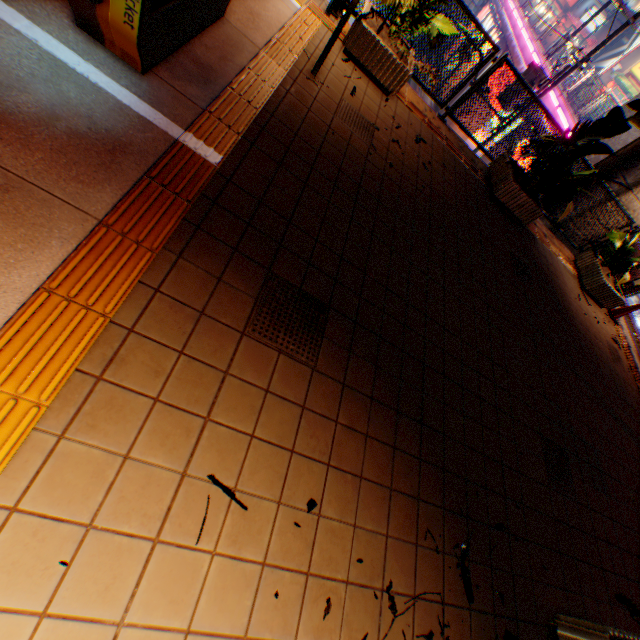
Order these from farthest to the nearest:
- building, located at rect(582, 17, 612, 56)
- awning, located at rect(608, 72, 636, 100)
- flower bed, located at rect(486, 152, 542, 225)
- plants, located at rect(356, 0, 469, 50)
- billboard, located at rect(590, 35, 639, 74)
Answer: building, located at rect(582, 17, 612, 56), billboard, located at rect(590, 35, 639, 74), awning, located at rect(608, 72, 636, 100), flower bed, located at rect(486, 152, 542, 225), plants, located at rect(356, 0, 469, 50)

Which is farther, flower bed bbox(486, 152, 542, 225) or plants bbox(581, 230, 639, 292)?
plants bbox(581, 230, 639, 292)

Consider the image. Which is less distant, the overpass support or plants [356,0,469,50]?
plants [356,0,469,50]

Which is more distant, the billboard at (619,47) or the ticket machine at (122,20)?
the billboard at (619,47)

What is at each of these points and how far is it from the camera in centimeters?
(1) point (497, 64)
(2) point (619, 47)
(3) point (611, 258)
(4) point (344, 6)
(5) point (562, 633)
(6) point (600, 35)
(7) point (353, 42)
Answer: (1) metal fence, 532cm
(2) billboard, 3117cm
(3) plants, 703cm
(4) metal fence, 501cm
(5) flower bed, 256cm
(6) building, 3500cm
(7) flower bed, 457cm

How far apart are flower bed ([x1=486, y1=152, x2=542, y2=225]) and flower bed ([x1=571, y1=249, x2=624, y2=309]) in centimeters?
222cm

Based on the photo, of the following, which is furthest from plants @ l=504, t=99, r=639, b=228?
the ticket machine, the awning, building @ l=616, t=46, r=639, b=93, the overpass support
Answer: the awning

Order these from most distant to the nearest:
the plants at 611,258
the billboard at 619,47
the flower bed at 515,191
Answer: the billboard at 619,47 < the plants at 611,258 < the flower bed at 515,191
